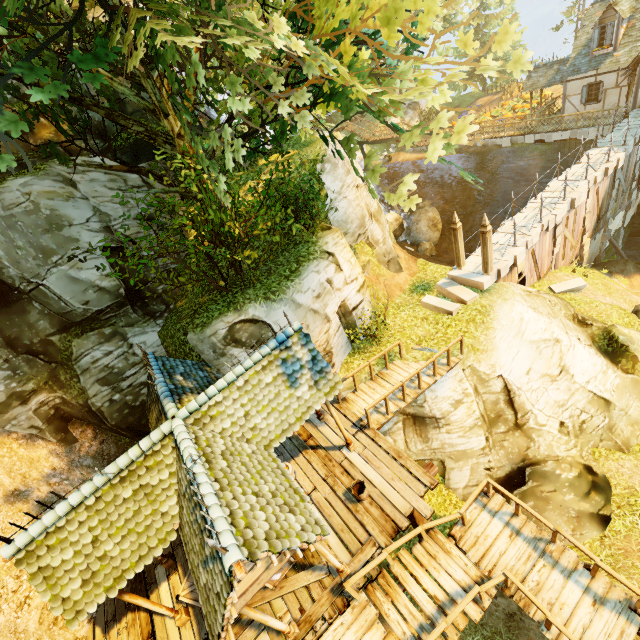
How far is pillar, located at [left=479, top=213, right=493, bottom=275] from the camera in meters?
12.7

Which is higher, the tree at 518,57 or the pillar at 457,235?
the tree at 518,57

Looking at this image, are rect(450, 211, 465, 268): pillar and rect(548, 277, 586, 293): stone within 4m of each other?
Answer: no

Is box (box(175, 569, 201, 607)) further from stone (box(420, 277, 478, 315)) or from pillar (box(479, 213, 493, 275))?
pillar (box(479, 213, 493, 275))

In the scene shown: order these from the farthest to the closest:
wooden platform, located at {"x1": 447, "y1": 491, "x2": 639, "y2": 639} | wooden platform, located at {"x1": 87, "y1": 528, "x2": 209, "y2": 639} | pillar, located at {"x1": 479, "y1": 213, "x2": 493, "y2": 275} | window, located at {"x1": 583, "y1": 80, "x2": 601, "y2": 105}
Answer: window, located at {"x1": 583, "y1": 80, "x2": 601, "y2": 105}
pillar, located at {"x1": 479, "y1": 213, "x2": 493, "y2": 275}
wooden platform, located at {"x1": 87, "y1": 528, "x2": 209, "y2": 639}
wooden platform, located at {"x1": 447, "y1": 491, "x2": 639, "y2": 639}

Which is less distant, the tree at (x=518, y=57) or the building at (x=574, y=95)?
the tree at (x=518, y=57)

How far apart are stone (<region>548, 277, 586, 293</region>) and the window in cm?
1510

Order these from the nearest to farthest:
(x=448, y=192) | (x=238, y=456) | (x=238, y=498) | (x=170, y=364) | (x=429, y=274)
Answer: (x=238, y=498) < (x=238, y=456) < (x=170, y=364) < (x=429, y=274) < (x=448, y=192)
